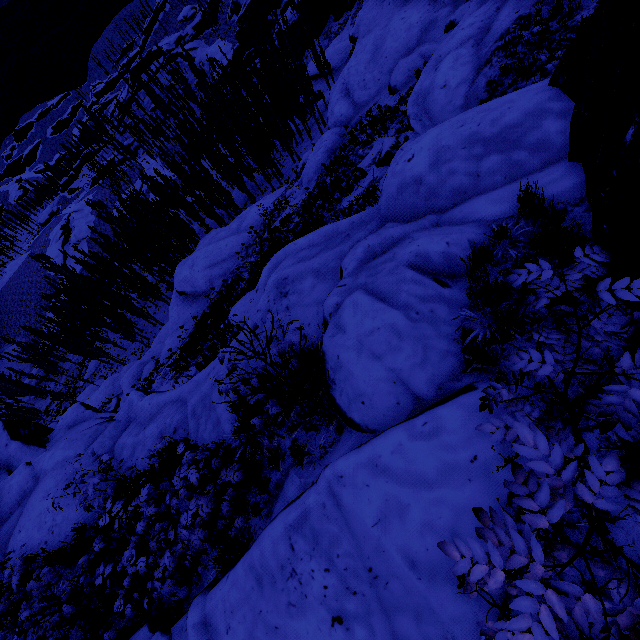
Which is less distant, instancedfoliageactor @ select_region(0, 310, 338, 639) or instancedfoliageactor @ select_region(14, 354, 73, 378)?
instancedfoliageactor @ select_region(0, 310, 338, 639)

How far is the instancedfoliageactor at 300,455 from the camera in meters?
4.5

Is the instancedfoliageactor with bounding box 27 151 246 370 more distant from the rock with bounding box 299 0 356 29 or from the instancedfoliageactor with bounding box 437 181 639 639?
the instancedfoliageactor with bounding box 437 181 639 639

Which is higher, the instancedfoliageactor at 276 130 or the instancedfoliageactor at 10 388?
the instancedfoliageactor at 276 130

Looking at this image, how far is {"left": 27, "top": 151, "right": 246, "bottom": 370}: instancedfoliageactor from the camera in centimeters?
3591cm

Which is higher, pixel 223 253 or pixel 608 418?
pixel 608 418

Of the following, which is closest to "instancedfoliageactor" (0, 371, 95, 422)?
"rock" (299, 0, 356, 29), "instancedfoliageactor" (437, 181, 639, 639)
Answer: "rock" (299, 0, 356, 29)

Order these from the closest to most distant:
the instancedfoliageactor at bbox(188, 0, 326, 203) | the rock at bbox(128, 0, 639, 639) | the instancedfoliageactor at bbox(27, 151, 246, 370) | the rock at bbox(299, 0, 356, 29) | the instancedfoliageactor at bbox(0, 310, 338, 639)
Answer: the rock at bbox(128, 0, 639, 639)
the instancedfoliageactor at bbox(0, 310, 338, 639)
the instancedfoliageactor at bbox(188, 0, 326, 203)
the instancedfoliageactor at bbox(27, 151, 246, 370)
the rock at bbox(299, 0, 356, 29)
